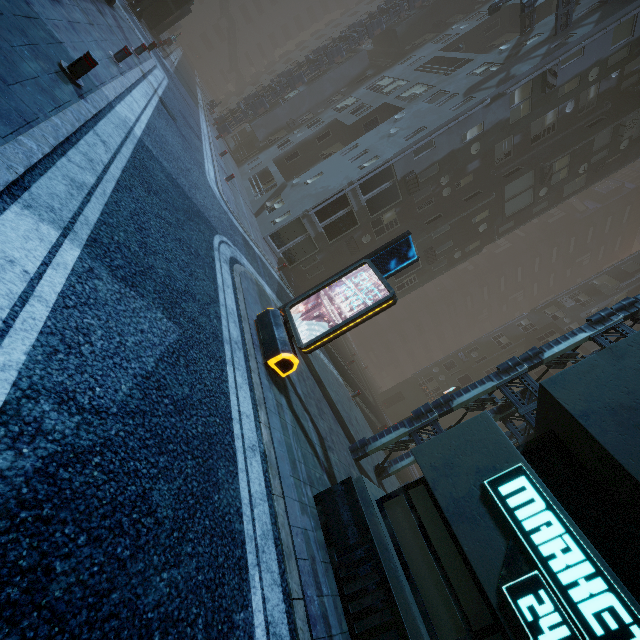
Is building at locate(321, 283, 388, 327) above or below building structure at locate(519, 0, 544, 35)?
below

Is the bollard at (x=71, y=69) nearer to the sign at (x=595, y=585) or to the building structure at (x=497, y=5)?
the sign at (x=595, y=585)

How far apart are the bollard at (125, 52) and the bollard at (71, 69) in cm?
458

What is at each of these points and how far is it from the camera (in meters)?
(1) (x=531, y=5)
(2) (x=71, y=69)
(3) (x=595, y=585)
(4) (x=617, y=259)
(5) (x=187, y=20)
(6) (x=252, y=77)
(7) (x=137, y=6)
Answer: (1) building structure, 16.53
(2) bollard, 6.11
(3) sign, 3.84
(4) building, 56.25
(5) building, 58.97
(6) building, 54.31
(7) street light, 20.19

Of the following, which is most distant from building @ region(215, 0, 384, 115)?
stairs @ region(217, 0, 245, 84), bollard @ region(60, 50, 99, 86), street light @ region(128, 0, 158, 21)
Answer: bollard @ region(60, 50, 99, 86)

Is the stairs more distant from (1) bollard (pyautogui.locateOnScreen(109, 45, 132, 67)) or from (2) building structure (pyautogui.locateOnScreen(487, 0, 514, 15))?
(1) bollard (pyautogui.locateOnScreen(109, 45, 132, 67))

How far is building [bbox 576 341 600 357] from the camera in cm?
2906
